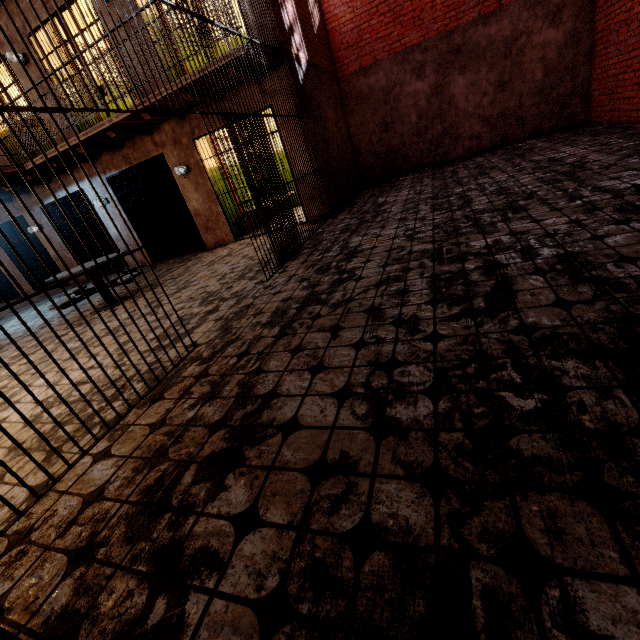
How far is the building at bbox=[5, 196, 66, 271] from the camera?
9.73m

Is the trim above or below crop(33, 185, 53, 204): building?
above

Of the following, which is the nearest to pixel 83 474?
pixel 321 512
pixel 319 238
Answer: pixel 321 512

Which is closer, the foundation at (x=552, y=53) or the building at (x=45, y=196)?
the foundation at (x=552, y=53)

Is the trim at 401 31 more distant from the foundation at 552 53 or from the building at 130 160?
the building at 130 160

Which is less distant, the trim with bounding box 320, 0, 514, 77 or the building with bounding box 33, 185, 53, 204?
the trim with bounding box 320, 0, 514, 77

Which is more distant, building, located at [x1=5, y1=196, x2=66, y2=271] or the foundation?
building, located at [x1=5, y1=196, x2=66, y2=271]
